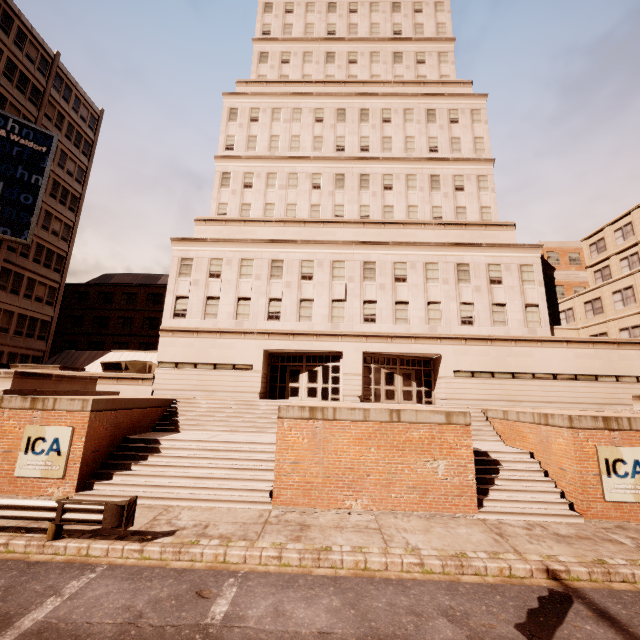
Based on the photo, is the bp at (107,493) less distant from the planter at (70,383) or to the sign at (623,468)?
the planter at (70,383)

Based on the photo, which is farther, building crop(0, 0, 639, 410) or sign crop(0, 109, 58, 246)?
sign crop(0, 109, 58, 246)

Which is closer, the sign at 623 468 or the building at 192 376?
the sign at 623 468

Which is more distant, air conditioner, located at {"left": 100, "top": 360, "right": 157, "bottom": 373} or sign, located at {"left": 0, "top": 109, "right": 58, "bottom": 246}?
sign, located at {"left": 0, "top": 109, "right": 58, "bottom": 246}

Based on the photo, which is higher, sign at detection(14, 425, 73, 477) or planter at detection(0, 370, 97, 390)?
planter at detection(0, 370, 97, 390)

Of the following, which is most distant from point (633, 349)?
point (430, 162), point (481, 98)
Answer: point (481, 98)

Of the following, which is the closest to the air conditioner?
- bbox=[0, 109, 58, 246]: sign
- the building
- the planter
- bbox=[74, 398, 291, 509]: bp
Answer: the building

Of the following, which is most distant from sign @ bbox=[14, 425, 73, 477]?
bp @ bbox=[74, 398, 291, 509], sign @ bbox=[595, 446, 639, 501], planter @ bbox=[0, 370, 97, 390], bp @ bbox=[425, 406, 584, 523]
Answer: sign @ bbox=[595, 446, 639, 501]
